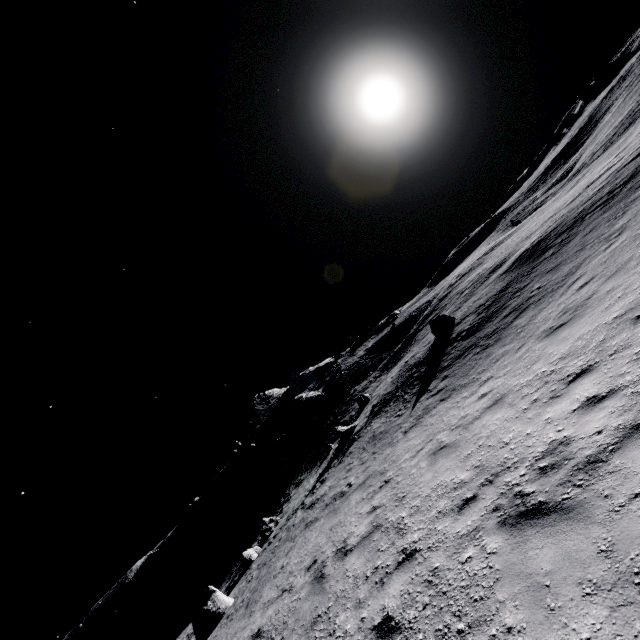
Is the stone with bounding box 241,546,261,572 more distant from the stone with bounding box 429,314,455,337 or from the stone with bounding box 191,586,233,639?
the stone with bounding box 429,314,455,337

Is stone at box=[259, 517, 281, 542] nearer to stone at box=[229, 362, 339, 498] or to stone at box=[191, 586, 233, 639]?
stone at box=[191, 586, 233, 639]

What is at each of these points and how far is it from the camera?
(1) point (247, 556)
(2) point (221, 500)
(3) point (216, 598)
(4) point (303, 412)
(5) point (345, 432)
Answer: (1) stone, 19.64m
(2) stone, 50.66m
(3) stone, 13.99m
(4) stone, 48.78m
(5) stone, 22.44m

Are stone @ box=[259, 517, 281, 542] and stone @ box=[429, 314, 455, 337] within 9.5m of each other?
no

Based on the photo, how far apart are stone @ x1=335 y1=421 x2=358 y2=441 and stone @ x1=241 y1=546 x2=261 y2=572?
8.4m

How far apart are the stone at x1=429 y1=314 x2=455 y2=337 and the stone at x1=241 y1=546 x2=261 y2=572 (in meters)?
17.42

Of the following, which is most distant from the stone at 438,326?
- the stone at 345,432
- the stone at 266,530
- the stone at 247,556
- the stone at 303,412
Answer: the stone at 303,412

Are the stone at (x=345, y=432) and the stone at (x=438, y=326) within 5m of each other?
no
